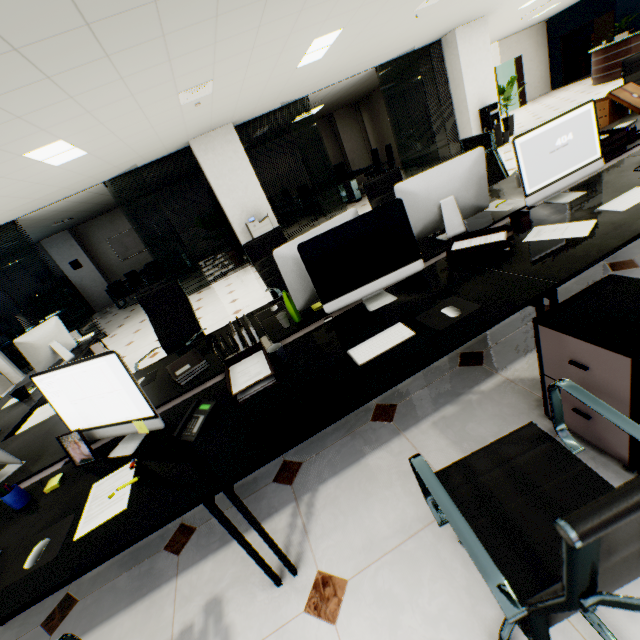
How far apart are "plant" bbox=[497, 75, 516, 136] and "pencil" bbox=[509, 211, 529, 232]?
9.69m

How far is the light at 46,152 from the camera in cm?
392

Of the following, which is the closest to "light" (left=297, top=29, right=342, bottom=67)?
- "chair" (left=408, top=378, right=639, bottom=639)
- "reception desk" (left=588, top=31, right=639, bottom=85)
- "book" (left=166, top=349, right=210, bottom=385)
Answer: "book" (left=166, top=349, right=210, bottom=385)

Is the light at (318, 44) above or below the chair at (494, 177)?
above

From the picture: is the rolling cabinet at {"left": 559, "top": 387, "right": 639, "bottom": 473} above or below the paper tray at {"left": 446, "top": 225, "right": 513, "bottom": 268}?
below

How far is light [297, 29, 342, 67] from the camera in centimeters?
451cm

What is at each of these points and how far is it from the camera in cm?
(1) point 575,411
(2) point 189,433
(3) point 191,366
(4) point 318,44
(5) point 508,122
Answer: (1) rolling cabinet, 144
(2) phone, 151
(3) book, 209
(4) light, 466
(5) plant, 939

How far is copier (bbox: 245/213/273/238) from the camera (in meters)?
7.25
